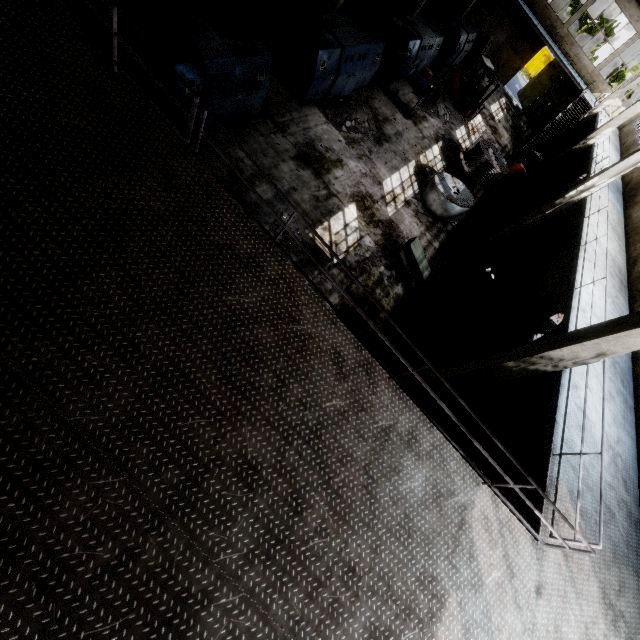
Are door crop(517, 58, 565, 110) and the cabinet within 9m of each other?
no

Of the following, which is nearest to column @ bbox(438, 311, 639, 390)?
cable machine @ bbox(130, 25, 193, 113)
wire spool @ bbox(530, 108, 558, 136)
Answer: cable machine @ bbox(130, 25, 193, 113)

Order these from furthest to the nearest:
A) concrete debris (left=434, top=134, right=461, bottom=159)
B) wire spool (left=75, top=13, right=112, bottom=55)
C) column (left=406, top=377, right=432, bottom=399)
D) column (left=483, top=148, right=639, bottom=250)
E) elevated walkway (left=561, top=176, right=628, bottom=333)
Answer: concrete debris (left=434, top=134, right=461, bottom=159) → column (left=483, top=148, right=639, bottom=250) → column (left=406, top=377, right=432, bottom=399) → elevated walkway (left=561, top=176, right=628, bottom=333) → wire spool (left=75, top=13, right=112, bottom=55)

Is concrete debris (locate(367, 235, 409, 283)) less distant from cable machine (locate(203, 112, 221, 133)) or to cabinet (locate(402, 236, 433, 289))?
cabinet (locate(402, 236, 433, 289))

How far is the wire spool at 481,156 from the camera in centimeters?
1342cm

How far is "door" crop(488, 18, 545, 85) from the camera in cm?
2603

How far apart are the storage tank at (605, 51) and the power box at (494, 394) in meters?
79.9

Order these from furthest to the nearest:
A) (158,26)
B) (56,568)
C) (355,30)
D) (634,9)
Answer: (634,9)
(355,30)
(158,26)
(56,568)
